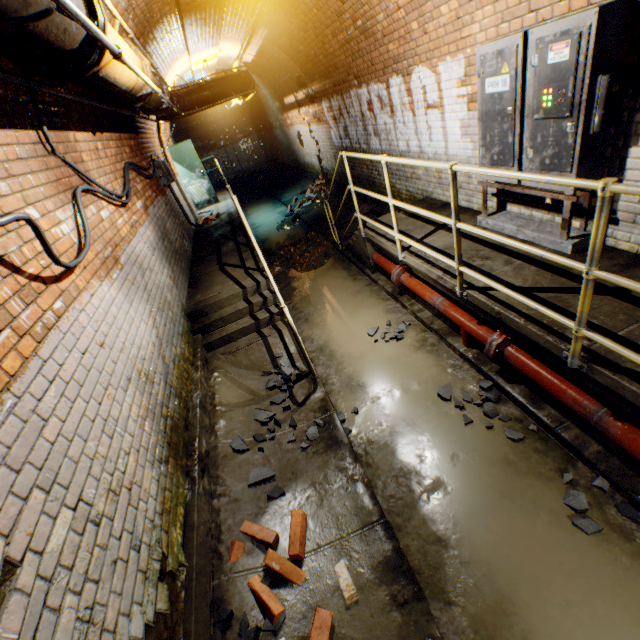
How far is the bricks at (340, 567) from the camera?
2.3 meters

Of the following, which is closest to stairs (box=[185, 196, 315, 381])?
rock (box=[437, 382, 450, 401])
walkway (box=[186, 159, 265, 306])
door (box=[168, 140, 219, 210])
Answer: walkway (box=[186, 159, 265, 306])

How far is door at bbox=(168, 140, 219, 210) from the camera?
10.67m

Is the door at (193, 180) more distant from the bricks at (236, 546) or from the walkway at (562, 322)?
the bricks at (236, 546)

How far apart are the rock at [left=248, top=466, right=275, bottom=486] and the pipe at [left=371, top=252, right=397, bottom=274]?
3.3m

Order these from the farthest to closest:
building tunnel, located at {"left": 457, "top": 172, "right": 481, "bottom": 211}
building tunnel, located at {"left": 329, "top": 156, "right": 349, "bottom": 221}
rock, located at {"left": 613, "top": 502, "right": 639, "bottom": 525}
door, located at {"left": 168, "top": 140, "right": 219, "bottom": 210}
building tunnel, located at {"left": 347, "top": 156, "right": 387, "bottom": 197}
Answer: door, located at {"left": 168, "top": 140, "right": 219, "bottom": 210} → building tunnel, located at {"left": 329, "top": 156, "right": 349, "bottom": 221} → building tunnel, located at {"left": 347, "top": 156, "right": 387, "bottom": 197} → building tunnel, located at {"left": 457, "top": 172, "right": 481, "bottom": 211} → rock, located at {"left": 613, "top": 502, "right": 639, "bottom": 525}

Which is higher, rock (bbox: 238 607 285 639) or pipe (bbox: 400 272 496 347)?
rock (bbox: 238 607 285 639)

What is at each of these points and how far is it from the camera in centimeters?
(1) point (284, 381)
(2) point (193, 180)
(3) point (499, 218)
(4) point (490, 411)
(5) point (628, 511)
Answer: (1) rock, 423cm
(2) door, 1120cm
(3) electrical box, 406cm
(4) rock, 320cm
(5) rock, 227cm
